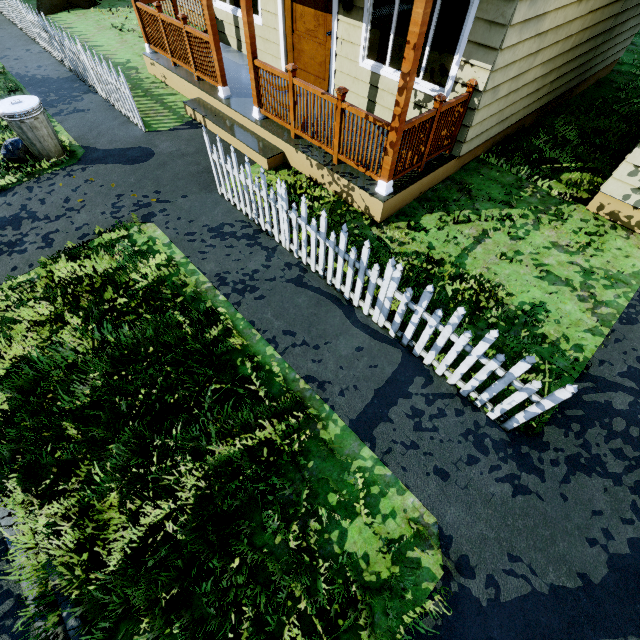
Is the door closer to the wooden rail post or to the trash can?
the wooden rail post

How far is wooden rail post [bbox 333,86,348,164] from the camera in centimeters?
452cm

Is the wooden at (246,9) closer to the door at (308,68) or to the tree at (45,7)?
the door at (308,68)

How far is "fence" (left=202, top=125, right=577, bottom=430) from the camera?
3.0 meters

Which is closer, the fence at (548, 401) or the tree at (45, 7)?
the fence at (548, 401)

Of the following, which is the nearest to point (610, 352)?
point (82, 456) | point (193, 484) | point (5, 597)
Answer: point (193, 484)

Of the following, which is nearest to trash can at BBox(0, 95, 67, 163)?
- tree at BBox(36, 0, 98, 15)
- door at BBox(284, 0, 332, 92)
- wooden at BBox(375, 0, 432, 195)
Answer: door at BBox(284, 0, 332, 92)

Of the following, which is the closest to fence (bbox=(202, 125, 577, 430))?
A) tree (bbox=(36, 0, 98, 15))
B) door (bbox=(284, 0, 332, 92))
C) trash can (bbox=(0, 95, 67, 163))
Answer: tree (bbox=(36, 0, 98, 15))
